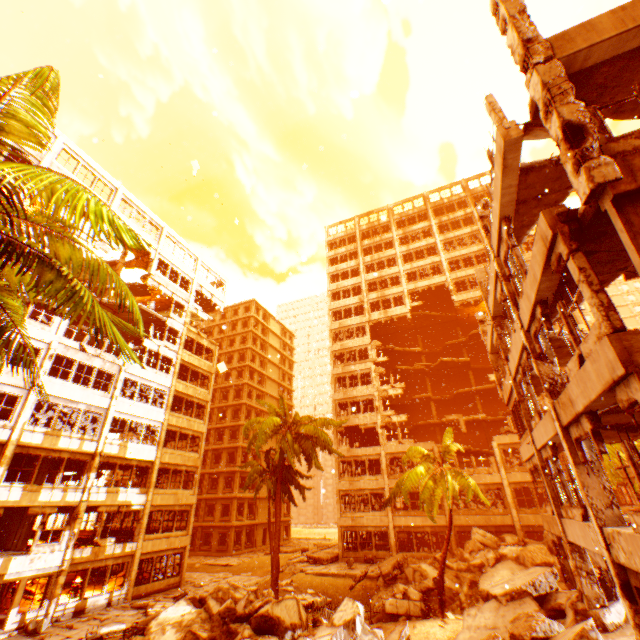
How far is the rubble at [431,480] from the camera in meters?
16.6

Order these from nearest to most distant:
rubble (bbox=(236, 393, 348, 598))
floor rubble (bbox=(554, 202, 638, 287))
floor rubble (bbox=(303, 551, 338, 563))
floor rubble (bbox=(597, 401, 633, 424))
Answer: floor rubble (bbox=(554, 202, 638, 287)) → floor rubble (bbox=(597, 401, 633, 424)) → rubble (bbox=(236, 393, 348, 598)) → floor rubble (bbox=(303, 551, 338, 563))

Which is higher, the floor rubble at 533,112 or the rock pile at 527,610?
the floor rubble at 533,112

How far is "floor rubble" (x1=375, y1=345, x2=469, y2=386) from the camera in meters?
36.8 m

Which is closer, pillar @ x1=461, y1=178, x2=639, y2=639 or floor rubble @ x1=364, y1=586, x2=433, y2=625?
pillar @ x1=461, y1=178, x2=639, y2=639

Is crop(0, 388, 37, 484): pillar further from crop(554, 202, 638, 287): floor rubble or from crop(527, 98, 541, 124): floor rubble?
crop(554, 202, 638, 287): floor rubble

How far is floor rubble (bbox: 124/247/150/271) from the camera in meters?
31.0

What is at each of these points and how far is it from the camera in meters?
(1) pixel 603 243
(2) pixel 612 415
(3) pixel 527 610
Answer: (1) floor rubble, 7.1 m
(2) floor rubble, 8.9 m
(3) rock pile, 11.9 m
